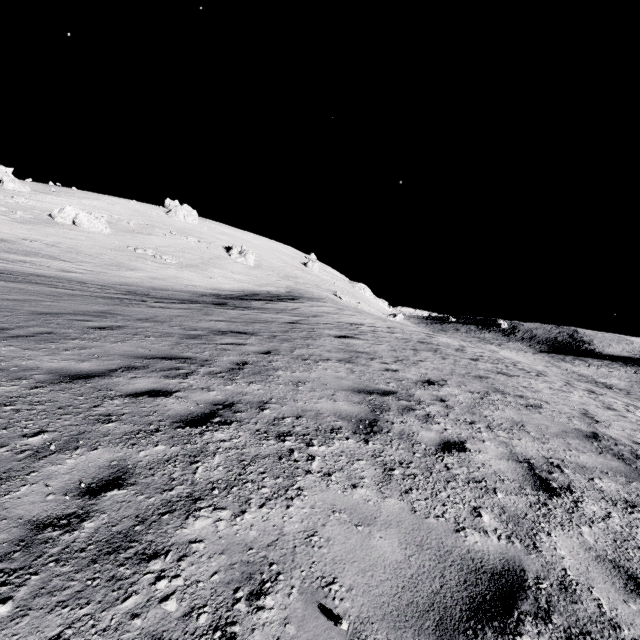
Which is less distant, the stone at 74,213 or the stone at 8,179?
the stone at 74,213

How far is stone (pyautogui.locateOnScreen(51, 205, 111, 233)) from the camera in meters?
44.8 m

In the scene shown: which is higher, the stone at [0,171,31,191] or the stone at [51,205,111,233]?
the stone at [0,171,31,191]

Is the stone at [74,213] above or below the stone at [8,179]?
below

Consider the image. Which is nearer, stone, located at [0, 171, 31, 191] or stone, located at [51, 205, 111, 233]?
stone, located at [51, 205, 111, 233]

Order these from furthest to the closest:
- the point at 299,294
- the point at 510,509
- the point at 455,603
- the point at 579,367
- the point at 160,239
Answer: the point at 579,367, the point at 160,239, the point at 299,294, the point at 510,509, the point at 455,603
